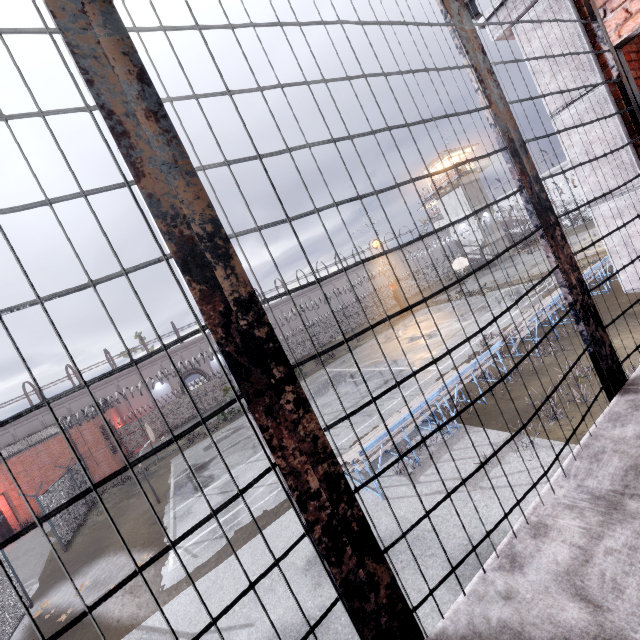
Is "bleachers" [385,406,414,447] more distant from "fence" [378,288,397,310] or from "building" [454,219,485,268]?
"building" [454,219,485,268]

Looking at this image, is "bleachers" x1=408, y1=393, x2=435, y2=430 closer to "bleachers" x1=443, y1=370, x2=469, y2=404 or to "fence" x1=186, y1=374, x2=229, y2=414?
"bleachers" x1=443, y1=370, x2=469, y2=404

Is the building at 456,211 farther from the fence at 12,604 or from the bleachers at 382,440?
the bleachers at 382,440

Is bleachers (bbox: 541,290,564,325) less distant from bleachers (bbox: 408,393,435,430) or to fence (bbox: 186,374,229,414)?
bleachers (bbox: 408,393,435,430)

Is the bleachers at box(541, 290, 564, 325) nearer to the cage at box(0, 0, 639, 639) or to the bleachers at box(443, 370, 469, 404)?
the bleachers at box(443, 370, 469, 404)

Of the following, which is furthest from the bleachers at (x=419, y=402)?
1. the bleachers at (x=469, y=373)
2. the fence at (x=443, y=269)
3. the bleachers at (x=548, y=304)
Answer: the fence at (x=443, y=269)

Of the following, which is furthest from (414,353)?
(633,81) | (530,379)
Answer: (633,81)

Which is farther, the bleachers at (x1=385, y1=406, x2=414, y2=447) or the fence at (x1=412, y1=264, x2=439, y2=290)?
the fence at (x1=412, y1=264, x2=439, y2=290)
